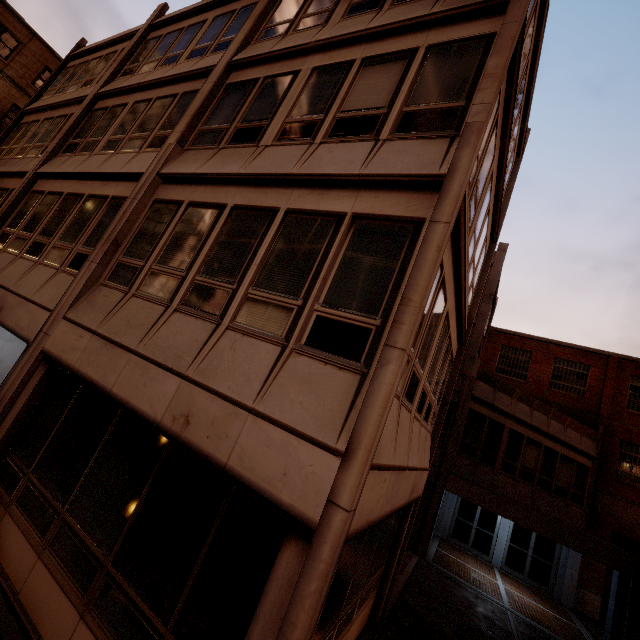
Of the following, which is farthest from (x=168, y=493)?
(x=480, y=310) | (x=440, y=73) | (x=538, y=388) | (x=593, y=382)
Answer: (x=593, y=382)
